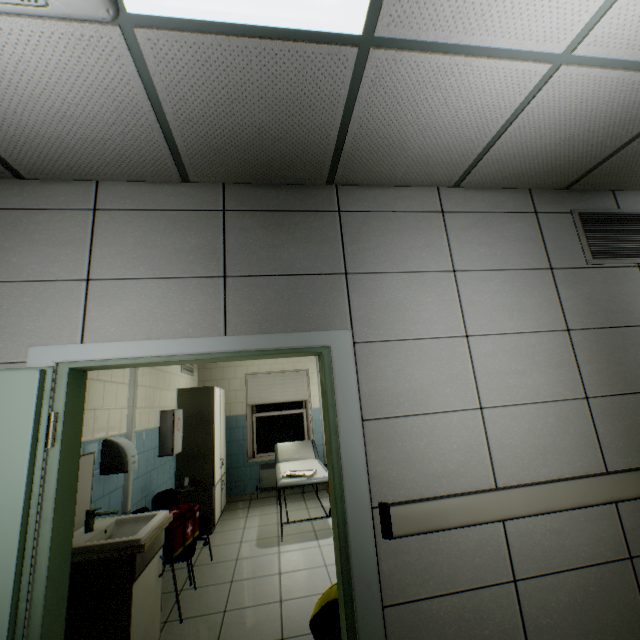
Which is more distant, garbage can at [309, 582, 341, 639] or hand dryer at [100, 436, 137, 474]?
hand dryer at [100, 436, 137, 474]

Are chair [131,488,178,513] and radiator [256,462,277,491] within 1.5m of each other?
no

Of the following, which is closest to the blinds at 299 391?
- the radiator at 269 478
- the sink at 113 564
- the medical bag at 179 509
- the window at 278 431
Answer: the window at 278 431

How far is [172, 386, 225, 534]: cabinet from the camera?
4.7 meters

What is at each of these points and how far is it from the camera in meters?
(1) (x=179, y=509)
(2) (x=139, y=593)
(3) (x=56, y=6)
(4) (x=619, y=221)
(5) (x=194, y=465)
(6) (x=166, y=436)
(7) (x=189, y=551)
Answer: (1) medical bag, 3.3 m
(2) cabinet, 2.1 m
(3) air conditioning vent, 1.2 m
(4) ventilation grill, 2.7 m
(5) cabinet, 4.8 m
(6) first aid kit, 4.3 m
(7) chair, 3.1 m

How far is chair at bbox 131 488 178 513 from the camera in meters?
3.3 m

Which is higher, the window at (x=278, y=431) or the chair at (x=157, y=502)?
the window at (x=278, y=431)

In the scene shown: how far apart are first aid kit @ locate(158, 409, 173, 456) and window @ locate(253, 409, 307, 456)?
2.55m
